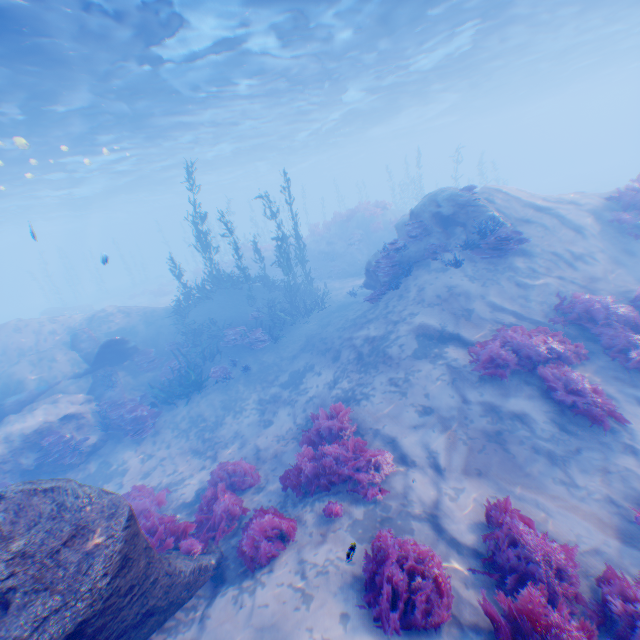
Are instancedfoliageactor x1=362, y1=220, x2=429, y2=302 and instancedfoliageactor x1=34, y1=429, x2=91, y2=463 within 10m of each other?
no

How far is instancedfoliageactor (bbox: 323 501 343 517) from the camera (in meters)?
5.80

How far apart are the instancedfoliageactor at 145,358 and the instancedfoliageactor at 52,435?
3.86m

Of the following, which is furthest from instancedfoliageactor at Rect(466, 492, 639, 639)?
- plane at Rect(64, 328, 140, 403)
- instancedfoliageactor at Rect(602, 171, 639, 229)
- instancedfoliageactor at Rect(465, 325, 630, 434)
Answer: instancedfoliageactor at Rect(602, 171, 639, 229)

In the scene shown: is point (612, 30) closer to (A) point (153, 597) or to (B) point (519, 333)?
(B) point (519, 333)

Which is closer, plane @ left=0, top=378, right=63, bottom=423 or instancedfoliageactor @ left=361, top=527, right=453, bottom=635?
instancedfoliageactor @ left=361, top=527, right=453, bottom=635

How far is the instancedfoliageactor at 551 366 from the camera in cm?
644

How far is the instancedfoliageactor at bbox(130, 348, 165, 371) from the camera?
15.4 meters
